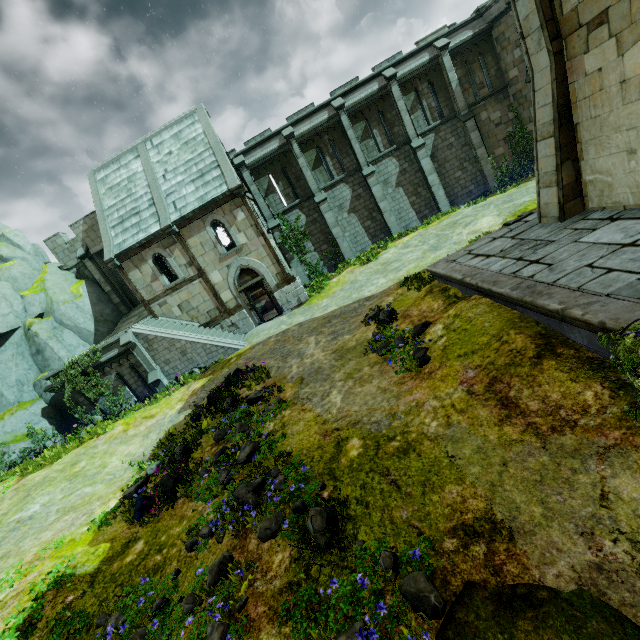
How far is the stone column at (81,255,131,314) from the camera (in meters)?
22.66

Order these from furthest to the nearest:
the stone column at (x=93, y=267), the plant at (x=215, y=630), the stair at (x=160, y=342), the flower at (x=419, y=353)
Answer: the stone column at (x=93, y=267) → the stair at (x=160, y=342) → the flower at (x=419, y=353) → the plant at (x=215, y=630)

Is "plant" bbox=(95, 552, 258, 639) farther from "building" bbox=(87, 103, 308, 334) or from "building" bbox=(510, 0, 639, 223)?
"building" bbox=(87, 103, 308, 334)

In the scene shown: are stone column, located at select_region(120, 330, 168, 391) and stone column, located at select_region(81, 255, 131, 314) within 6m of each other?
no

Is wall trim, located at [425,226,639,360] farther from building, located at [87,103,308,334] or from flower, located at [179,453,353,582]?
building, located at [87,103,308,334]

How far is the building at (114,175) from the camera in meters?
18.0 m

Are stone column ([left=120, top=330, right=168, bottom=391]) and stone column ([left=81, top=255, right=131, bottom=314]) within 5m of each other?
no

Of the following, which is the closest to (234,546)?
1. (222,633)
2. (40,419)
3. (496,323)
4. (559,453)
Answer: (222,633)
